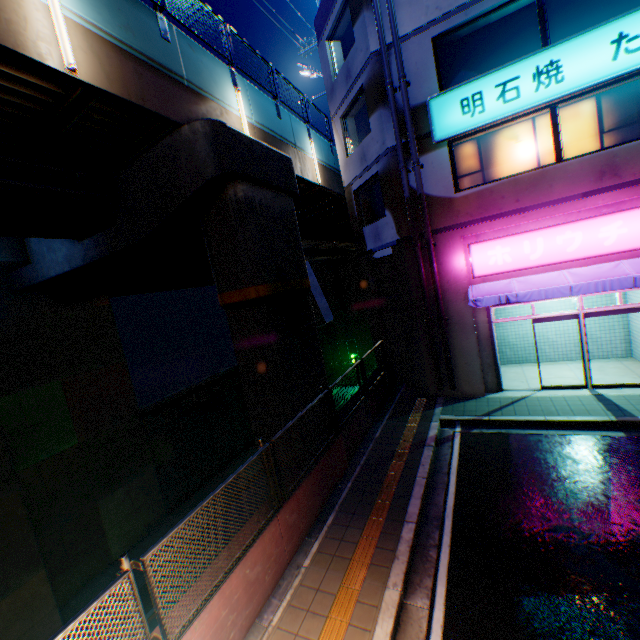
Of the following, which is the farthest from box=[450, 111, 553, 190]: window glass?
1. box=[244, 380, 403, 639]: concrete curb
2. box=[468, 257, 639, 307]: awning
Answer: box=[244, 380, 403, 639]: concrete curb

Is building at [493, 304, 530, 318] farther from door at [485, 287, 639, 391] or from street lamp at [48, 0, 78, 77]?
street lamp at [48, 0, 78, 77]

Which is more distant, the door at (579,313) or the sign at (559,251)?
the door at (579,313)

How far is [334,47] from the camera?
13.1m

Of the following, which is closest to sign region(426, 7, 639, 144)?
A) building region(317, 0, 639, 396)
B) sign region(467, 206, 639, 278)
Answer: building region(317, 0, 639, 396)

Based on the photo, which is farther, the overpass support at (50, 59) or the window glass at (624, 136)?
the window glass at (624, 136)

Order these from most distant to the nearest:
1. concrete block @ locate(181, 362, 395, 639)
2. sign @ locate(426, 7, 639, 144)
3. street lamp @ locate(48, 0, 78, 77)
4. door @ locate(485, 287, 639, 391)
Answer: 1. door @ locate(485, 287, 639, 391)
2. sign @ locate(426, 7, 639, 144)
3. street lamp @ locate(48, 0, 78, 77)
4. concrete block @ locate(181, 362, 395, 639)

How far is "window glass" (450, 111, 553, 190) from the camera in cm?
946
